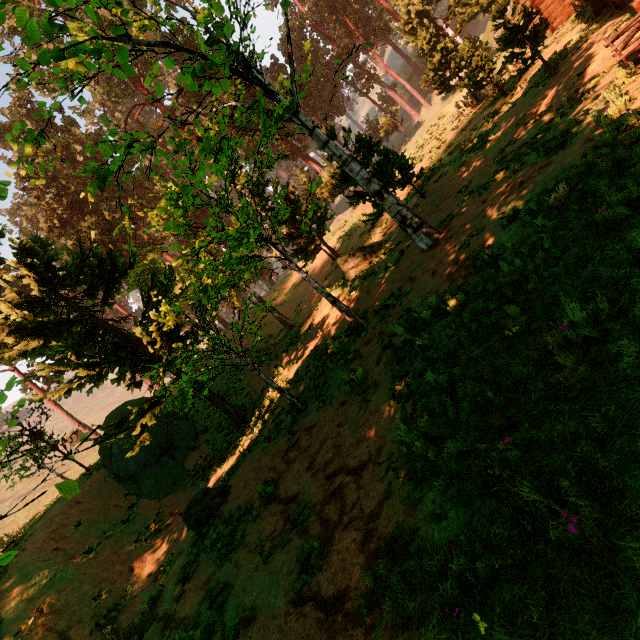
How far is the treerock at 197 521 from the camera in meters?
8.9 m

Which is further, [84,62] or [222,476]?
[222,476]

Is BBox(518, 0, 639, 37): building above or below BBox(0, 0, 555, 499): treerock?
below

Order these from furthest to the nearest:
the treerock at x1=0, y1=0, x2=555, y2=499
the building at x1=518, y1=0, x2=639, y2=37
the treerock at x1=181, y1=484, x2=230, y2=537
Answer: the building at x1=518, y1=0, x2=639, y2=37, the treerock at x1=181, y1=484, x2=230, y2=537, the treerock at x1=0, y1=0, x2=555, y2=499

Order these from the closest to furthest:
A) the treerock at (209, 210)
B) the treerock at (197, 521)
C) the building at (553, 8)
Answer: the treerock at (209, 210), the treerock at (197, 521), the building at (553, 8)

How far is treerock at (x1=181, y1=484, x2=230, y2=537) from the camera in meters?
8.9

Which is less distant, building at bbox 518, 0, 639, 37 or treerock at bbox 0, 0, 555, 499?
treerock at bbox 0, 0, 555, 499
